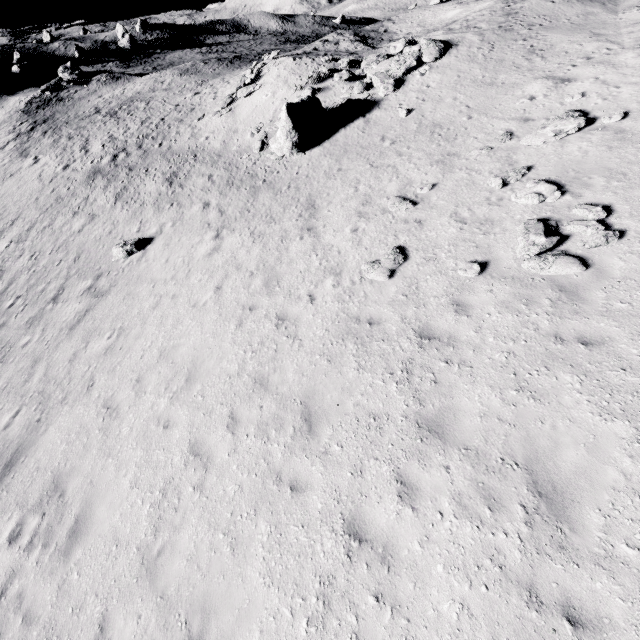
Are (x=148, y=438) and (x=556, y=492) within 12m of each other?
yes

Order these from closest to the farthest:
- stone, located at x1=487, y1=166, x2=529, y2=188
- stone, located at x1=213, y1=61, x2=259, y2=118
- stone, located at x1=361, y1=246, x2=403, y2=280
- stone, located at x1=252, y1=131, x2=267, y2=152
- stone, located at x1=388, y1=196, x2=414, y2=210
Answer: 1. stone, located at x1=361, y1=246, x2=403, y2=280
2. stone, located at x1=487, y1=166, x2=529, y2=188
3. stone, located at x1=388, y1=196, x2=414, y2=210
4. stone, located at x1=252, y1=131, x2=267, y2=152
5. stone, located at x1=213, y1=61, x2=259, y2=118

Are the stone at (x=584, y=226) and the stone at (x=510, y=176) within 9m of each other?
yes

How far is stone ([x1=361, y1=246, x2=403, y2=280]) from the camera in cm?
903

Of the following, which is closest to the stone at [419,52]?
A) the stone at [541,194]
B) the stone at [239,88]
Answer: the stone at [239,88]

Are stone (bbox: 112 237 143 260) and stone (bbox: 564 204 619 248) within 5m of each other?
no

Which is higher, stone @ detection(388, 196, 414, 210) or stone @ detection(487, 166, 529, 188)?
stone @ detection(487, 166, 529, 188)

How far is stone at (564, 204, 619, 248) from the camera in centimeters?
693cm
